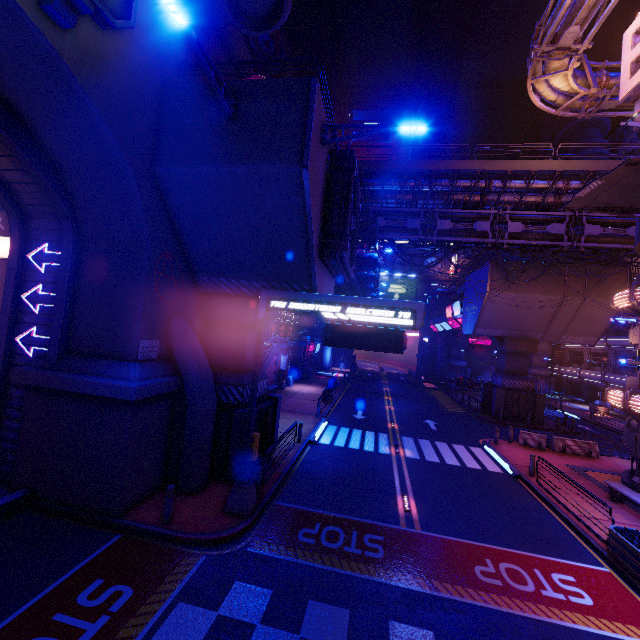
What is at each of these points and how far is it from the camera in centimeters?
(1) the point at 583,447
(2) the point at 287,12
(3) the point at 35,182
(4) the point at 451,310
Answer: (1) fence, 2017cm
(2) building, 1150cm
(3) tunnel, 995cm
(4) sign, 3875cm

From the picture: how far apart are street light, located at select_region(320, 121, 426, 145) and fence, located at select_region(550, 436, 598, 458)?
20.7m

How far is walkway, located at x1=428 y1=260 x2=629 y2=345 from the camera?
25.5 meters

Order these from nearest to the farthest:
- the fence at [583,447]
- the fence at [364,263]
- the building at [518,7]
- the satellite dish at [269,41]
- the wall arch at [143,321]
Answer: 1. the wall arch at [143,321]
2. the fence at [583,447]
3. the fence at [364,263]
4. the satellite dish at [269,41]
5. the building at [518,7]

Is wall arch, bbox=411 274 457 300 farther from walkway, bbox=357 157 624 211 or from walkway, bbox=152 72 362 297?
walkway, bbox=357 157 624 211

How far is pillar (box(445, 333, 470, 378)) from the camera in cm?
5416

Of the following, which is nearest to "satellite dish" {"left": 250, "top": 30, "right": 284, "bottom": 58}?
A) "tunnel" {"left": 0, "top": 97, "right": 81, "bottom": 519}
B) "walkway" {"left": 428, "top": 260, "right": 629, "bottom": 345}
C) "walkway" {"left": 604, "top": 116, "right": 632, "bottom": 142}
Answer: "walkway" {"left": 428, "top": 260, "right": 629, "bottom": 345}

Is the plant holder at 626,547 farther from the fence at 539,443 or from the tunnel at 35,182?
the tunnel at 35,182
